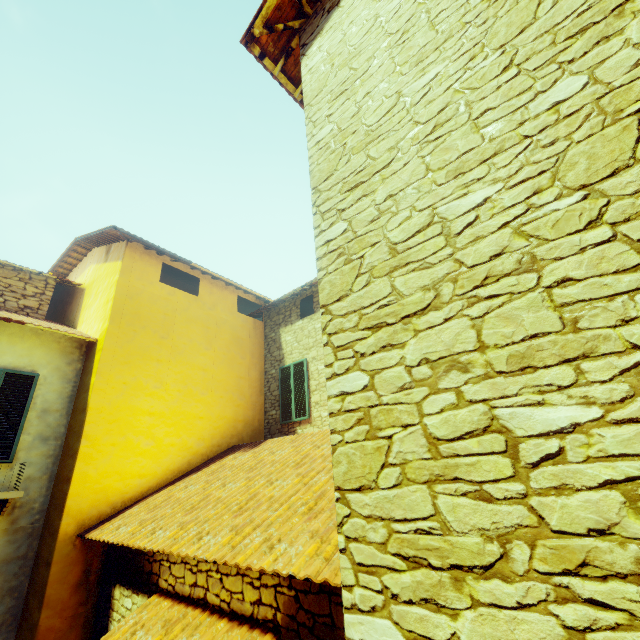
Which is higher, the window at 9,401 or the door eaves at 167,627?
the window at 9,401

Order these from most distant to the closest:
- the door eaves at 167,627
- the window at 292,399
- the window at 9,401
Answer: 1. the window at 292,399
2. the window at 9,401
3. the door eaves at 167,627

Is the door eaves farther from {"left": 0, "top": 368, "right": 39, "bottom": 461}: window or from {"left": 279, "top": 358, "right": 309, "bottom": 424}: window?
{"left": 279, "top": 358, "right": 309, "bottom": 424}: window

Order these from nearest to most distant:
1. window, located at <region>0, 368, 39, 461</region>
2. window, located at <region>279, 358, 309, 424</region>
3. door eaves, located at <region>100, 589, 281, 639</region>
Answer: door eaves, located at <region>100, 589, 281, 639</region> < window, located at <region>0, 368, 39, 461</region> < window, located at <region>279, 358, 309, 424</region>

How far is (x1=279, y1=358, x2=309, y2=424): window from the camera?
8.7 meters

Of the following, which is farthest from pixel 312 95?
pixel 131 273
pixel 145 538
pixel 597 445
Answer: pixel 131 273
